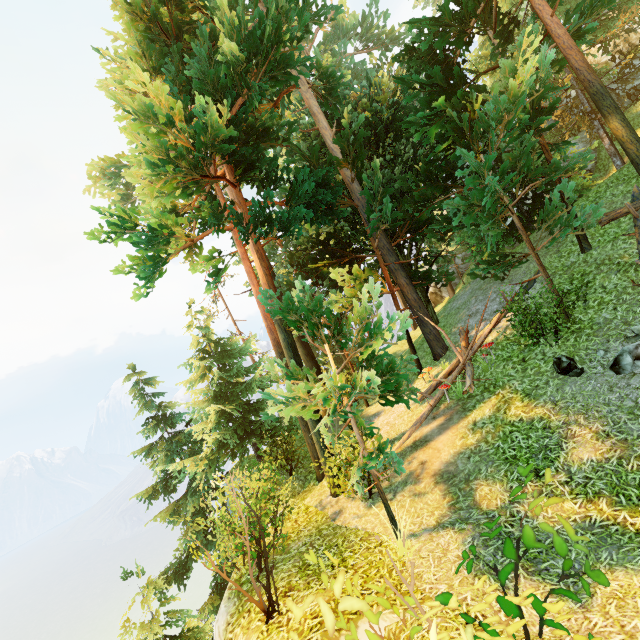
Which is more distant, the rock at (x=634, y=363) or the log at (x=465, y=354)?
the log at (x=465, y=354)

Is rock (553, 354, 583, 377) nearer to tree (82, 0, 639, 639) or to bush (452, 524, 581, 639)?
tree (82, 0, 639, 639)

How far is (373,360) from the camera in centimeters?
767cm

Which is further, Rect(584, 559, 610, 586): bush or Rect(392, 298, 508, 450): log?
Rect(392, 298, 508, 450): log

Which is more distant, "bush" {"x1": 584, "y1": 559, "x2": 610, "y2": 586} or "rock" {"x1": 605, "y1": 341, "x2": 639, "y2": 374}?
"rock" {"x1": 605, "y1": 341, "x2": 639, "y2": 374}

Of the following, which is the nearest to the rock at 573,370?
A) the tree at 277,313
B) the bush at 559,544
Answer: the tree at 277,313

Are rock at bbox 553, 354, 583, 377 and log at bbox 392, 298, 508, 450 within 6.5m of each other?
yes

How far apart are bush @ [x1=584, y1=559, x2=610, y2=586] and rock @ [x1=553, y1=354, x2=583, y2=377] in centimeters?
670cm
